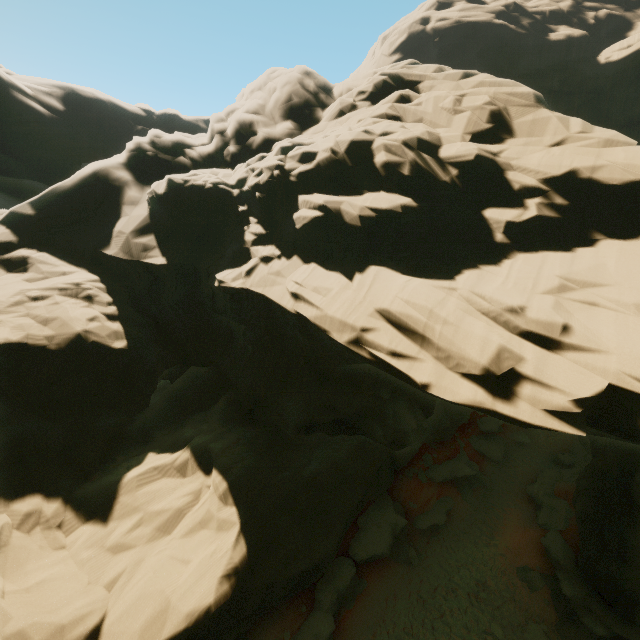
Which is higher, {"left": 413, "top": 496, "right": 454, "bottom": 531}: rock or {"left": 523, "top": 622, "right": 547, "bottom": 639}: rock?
{"left": 413, "top": 496, "right": 454, "bottom": 531}: rock

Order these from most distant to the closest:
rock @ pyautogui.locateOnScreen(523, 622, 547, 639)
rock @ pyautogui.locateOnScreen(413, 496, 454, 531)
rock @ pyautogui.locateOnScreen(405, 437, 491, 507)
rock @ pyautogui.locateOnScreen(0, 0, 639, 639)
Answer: rock @ pyautogui.locateOnScreen(405, 437, 491, 507) < rock @ pyautogui.locateOnScreen(413, 496, 454, 531) < rock @ pyautogui.locateOnScreen(523, 622, 547, 639) < rock @ pyautogui.locateOnScreen(0, 0, 639, 639)

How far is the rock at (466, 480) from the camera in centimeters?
2219cm

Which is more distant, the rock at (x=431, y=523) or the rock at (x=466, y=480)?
the rock at (x=466, y=480)

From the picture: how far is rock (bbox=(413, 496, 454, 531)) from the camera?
19.53m

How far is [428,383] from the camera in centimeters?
875cm
